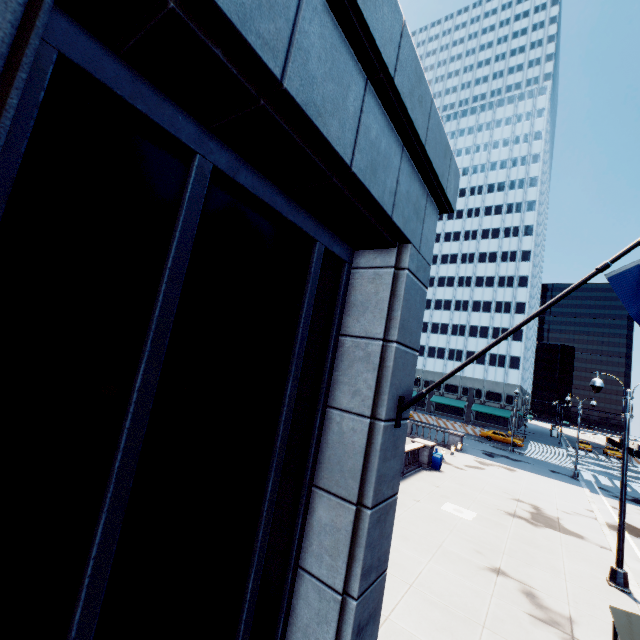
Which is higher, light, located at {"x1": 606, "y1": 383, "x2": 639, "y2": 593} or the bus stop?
the bus stop

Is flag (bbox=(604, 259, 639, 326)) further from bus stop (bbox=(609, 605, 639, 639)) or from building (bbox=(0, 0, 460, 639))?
bus stop (bbox=(609, 605, 639, 639))

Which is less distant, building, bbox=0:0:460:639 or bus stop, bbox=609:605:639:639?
building, bbox=0:0:460:639

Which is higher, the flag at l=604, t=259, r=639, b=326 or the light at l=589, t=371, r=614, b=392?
the flag at l=604, t=259, r=639, b=326

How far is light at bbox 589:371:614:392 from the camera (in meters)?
12.73

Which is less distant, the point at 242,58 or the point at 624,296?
the point at 242,58

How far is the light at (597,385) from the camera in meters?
12.7

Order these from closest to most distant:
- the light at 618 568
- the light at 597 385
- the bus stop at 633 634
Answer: the bus stop at 633 634 → the light at 618 568 → the light at 597 385
